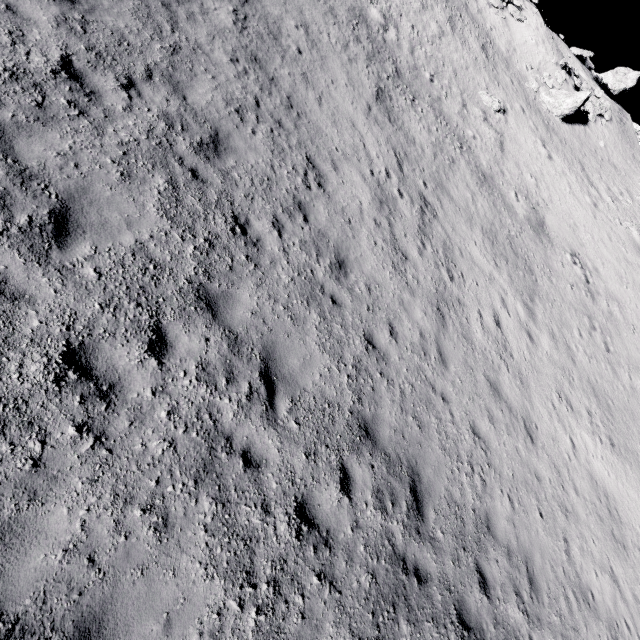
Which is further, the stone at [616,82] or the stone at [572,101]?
the stone at [616,82]

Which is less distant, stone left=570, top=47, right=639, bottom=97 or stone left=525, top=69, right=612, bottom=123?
stone left=525, top=69, right=612, bottom=123

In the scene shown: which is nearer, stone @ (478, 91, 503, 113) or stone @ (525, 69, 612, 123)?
stone @ (478, 91, 503, 113)

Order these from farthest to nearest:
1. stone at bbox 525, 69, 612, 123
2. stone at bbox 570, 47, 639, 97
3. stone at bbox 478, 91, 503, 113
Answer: stone at bbox 570, 47, 639, 97, stone at bbox 525, 69, 612, 123, stone at bbox 478, 91, 503, 113

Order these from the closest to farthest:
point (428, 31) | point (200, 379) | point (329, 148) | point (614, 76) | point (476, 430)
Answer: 1. point (200, 379)
2. point (476, 430)
3. point (329, 148)
4. point (428, 31)
5. point (614, 76)

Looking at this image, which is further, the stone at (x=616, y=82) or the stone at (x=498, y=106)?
the stone at (x=616, y=82)

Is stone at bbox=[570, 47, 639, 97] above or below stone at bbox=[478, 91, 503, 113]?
above

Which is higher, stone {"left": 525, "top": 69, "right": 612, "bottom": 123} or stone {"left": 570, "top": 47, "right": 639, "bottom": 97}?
stone {"left": 570, "top": 47, "right": 639, "bottom": 97}
